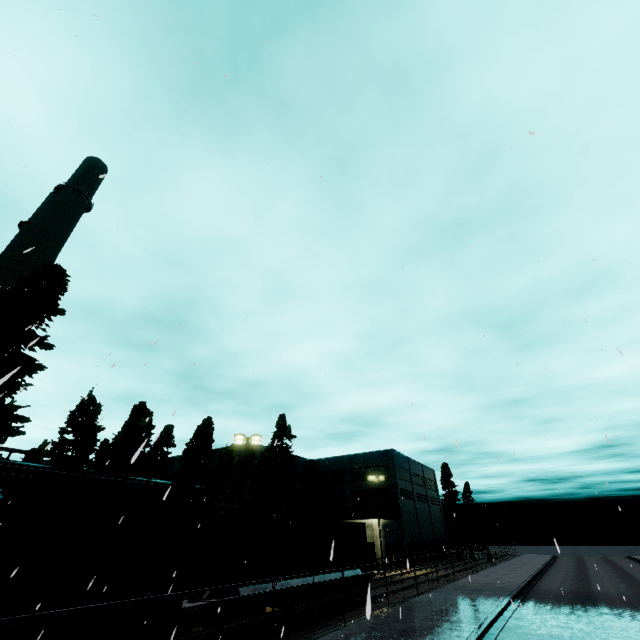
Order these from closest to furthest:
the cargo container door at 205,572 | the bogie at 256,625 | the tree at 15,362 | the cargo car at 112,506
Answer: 1. the cargo car at 112,506
2. the bogie at 256,625
3. the cargo container door at 205,572
4. the tree at 15,362

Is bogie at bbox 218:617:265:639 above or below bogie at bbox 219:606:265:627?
below

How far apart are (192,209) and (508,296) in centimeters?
760cm

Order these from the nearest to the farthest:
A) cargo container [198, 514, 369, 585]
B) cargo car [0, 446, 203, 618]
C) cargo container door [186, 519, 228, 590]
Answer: cargo car [0, 446, 203, 618] < cargo container door [186, 519, 228, 590] < cargo container [198, 514, 369, 585]

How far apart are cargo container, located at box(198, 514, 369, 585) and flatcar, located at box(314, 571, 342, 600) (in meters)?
0.02

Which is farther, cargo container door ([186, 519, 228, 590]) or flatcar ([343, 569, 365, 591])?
flatcar ([343, 569, 365, 591])

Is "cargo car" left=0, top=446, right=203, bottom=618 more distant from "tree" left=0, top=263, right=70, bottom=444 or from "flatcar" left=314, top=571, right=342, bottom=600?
"tree" left=0, top=263, right=70, bottom=444

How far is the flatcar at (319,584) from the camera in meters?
15.8 m
